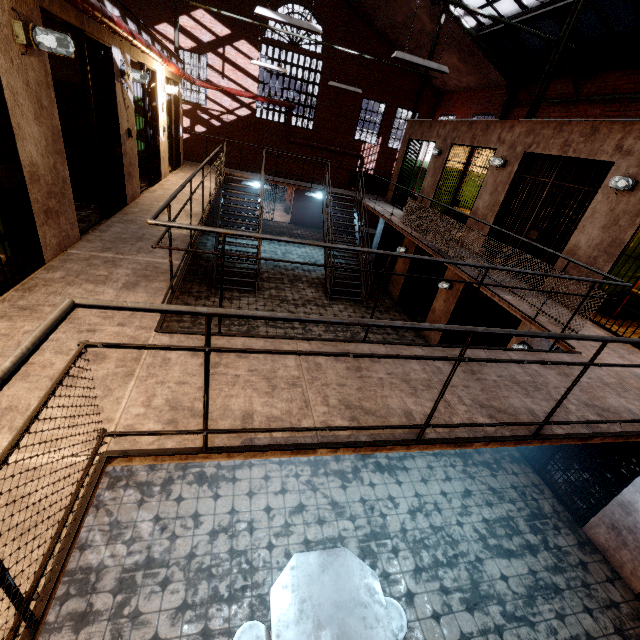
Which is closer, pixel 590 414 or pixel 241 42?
pixel 590 414

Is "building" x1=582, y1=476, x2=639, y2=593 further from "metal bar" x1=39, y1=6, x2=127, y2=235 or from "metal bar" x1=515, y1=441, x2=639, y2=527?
"metal bar" x1=39, y1=6, x2=127, y2=235

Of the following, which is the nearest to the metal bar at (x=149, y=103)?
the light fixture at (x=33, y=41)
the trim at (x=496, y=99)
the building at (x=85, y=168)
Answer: the building at (x=85, y=168)

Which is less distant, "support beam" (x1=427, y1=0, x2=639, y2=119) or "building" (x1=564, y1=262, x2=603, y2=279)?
"building" (x1=564, y1=262, x2=603, y2=279)

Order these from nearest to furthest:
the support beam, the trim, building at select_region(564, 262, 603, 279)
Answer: building at select_region(564, 262, 603, 279), the support beam, the trim

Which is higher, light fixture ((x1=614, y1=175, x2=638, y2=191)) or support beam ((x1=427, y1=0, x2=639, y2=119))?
support beam ((x1=427, y1=0, x2=639, y2=119))

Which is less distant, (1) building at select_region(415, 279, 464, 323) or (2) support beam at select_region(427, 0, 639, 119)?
(2) support beam at select_region(427, 0, 639, 119)

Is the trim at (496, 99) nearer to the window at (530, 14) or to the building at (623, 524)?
the window at (530, 14)
